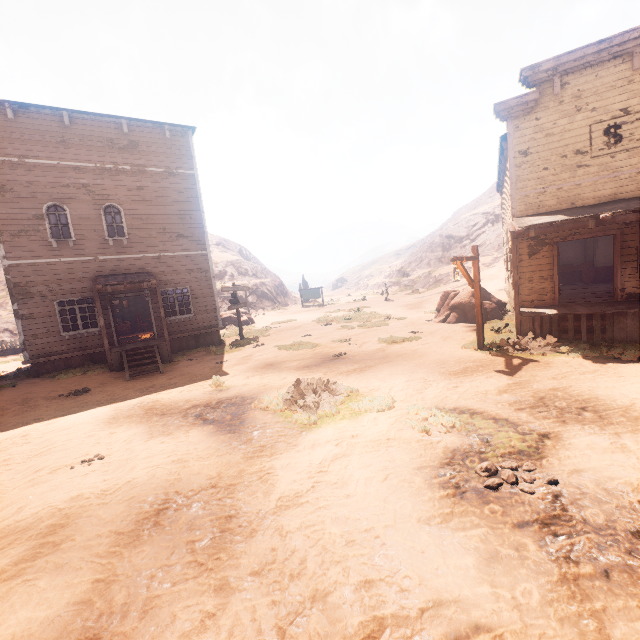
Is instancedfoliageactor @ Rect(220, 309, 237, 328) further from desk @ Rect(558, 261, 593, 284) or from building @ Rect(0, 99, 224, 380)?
desk @ Rect(558, 261, 593, 284)

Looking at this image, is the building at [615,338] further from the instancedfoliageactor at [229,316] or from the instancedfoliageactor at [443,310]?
the instancedfoliageactor at [229,316]

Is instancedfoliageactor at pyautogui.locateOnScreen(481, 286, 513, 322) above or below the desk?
below

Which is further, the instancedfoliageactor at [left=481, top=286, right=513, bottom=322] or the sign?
the sign

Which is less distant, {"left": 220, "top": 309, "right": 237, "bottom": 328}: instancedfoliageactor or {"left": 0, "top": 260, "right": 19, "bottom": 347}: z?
{"left": 220, "top": 309, "right": 237, "bottom": 328}: instancedfoliageactor

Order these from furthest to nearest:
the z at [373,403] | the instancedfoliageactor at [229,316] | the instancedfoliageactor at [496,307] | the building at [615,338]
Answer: the instancedfoliageactor at [229,316] < the instancedfoliageactor at [496,307] < the building at [615,338] < the z at [373,403]

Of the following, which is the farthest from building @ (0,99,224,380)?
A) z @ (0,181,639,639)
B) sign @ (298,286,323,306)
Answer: sign @ (298,286,323,306)

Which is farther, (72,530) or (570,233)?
(570,233)
